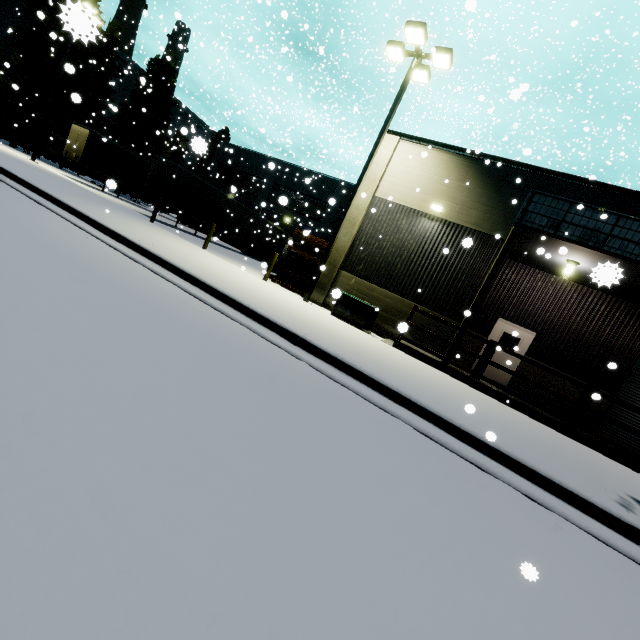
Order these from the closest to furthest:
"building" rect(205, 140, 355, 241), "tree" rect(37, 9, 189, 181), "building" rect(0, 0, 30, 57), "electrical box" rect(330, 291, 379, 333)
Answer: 1. "electrical box" rect(330, 291, 379, 333)
2. "tree" rect(37, 9, 189, 181)
3. "building" rect(205, 140, 355, 241)
4. "building" rect(0, 0, 30, 57)

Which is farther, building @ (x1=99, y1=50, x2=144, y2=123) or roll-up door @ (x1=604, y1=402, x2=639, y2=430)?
building @ (x1=99, y1=50, x2=144, y2=123)

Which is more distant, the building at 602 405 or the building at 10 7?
the building at 10 7

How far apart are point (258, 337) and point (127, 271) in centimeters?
261cm

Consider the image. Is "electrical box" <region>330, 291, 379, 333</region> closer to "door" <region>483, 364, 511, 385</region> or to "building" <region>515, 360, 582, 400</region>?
"building" <region>515, 360, 582, 400</region>

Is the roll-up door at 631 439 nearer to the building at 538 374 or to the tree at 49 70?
the building at 538 374

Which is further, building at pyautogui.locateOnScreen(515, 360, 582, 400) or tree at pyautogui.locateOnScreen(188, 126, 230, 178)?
tree at pyautogui.locateOnScreen(188, 126, 230, 178)

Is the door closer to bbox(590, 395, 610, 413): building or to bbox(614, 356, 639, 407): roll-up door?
bbox(590, 395, 610, 413): building
